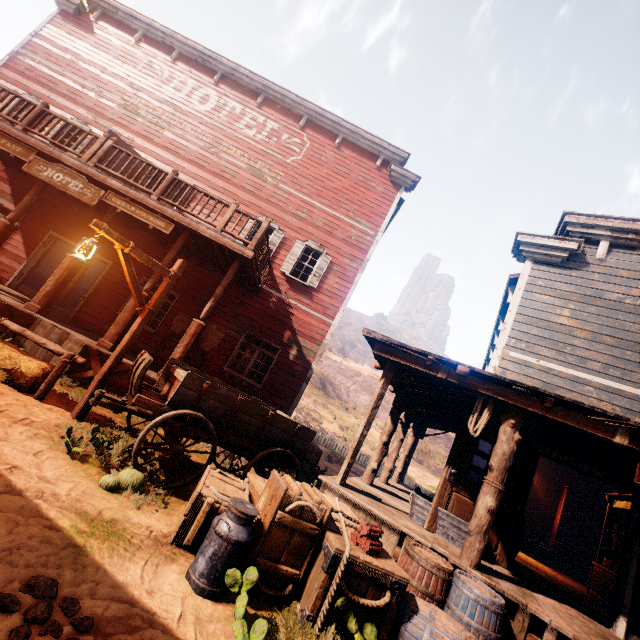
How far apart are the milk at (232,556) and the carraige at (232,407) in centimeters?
150cm

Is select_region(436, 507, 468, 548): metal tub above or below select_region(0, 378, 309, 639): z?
above

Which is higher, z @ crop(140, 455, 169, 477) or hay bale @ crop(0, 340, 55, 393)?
hay bale @ crop(0, 340, 55, 393)

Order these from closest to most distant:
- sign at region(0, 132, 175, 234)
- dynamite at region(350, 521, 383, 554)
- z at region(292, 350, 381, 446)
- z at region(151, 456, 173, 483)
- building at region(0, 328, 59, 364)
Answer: dynamite at region(350, 521, 383, 554) < z at region(151, 456, 173, 483) < building at region(0, 328, 59, 364) < sign at region(0, 132, 175, 234) < z at region(292, 350, 381, 446)

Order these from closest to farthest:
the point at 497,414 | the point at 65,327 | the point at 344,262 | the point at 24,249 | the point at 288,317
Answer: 1. the point at 497,414
2. the point at 65,327
3. the point at 24,249
4. the point at 288,317
5. the point at 344,262

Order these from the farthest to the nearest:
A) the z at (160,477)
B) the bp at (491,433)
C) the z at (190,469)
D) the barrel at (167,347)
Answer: the barrel at (167,347)
the bp at (491,433)
the z at (190,469)
the z at (160,477)

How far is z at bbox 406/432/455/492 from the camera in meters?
25.9

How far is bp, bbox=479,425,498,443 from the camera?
6.19m
